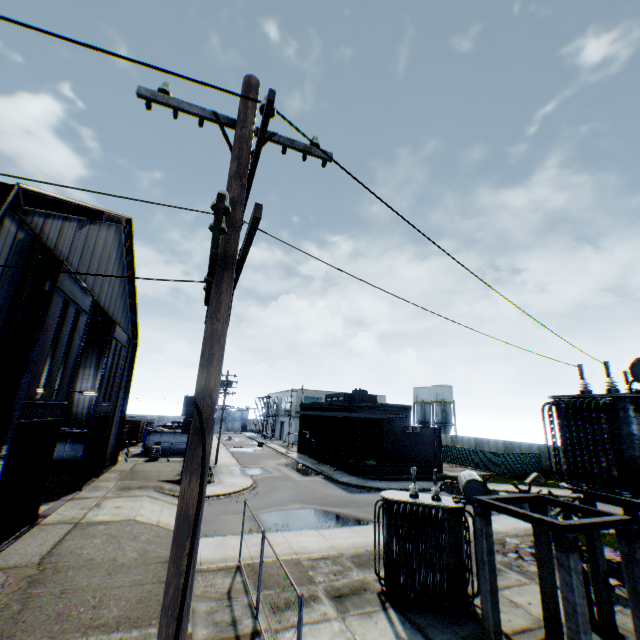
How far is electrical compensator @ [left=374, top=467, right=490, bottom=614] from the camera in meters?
10.0 m

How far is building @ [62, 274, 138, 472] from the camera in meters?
20.0

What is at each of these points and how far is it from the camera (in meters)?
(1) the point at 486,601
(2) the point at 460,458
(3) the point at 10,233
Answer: (1) concrete support, 8.08
(2) metal fence, 42.16
(3) building, 9.57

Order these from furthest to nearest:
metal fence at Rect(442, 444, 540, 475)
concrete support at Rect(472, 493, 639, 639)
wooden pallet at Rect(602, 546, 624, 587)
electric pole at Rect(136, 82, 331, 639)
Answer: metal fence at Rect(442, 444, 540, 475) → wooden pallet at Rect(602, 546, 624, 587) → concrete support at Rect(472, 493, 639, 639) → electric pole at Rect(136, 82, 331, 639)

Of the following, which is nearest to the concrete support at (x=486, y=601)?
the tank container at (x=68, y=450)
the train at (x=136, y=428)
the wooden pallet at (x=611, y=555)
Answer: the wooden pallet at (x=611, y=555)

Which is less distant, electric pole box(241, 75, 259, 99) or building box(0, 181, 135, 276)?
electric pole box(241, 75, 259, 99)

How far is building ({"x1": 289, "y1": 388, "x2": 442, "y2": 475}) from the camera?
33.19m

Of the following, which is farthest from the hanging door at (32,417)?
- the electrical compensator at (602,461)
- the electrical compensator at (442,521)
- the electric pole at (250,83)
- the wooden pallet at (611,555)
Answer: the wooden pallet at (611,555)
